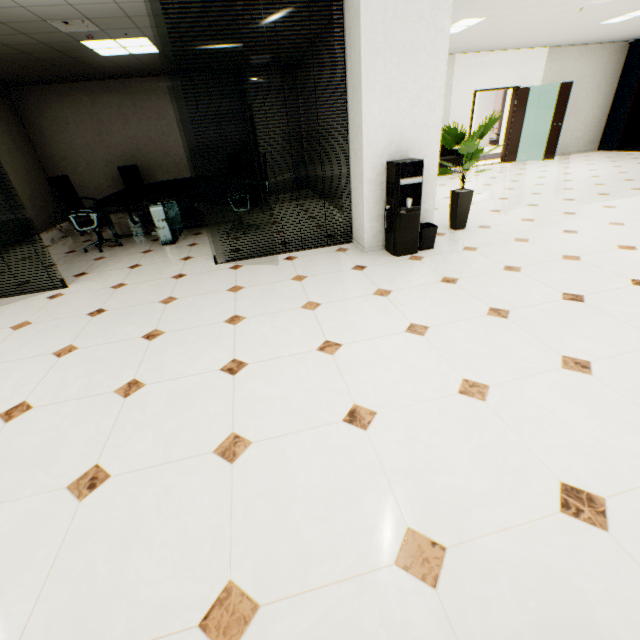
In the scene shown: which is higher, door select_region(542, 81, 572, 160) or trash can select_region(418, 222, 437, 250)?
door select_region(542, 81, 572, 160)

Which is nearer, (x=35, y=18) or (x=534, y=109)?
(x=35, y=18)

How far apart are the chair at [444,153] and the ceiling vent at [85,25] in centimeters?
814cm

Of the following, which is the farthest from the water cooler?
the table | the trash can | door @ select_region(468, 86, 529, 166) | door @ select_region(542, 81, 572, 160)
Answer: door @ select_region(542, 81, 572, 160)

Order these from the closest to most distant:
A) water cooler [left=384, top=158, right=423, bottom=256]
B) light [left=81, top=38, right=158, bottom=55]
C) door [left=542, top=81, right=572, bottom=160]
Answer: water cooler [left=384, top=158, right=423, bottom=256]
light [left=81, top=38, right=158, bottom=55]
door [left=542, top=81, right=572, bottom=160]

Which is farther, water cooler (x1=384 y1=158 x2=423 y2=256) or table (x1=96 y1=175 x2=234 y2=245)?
table (x1=96 y1=175 x2=234 y2=245)

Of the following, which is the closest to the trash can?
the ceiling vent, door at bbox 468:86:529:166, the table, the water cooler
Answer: the water cooler

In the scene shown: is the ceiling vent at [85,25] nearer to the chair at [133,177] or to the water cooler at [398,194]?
the chair at [133,177]
